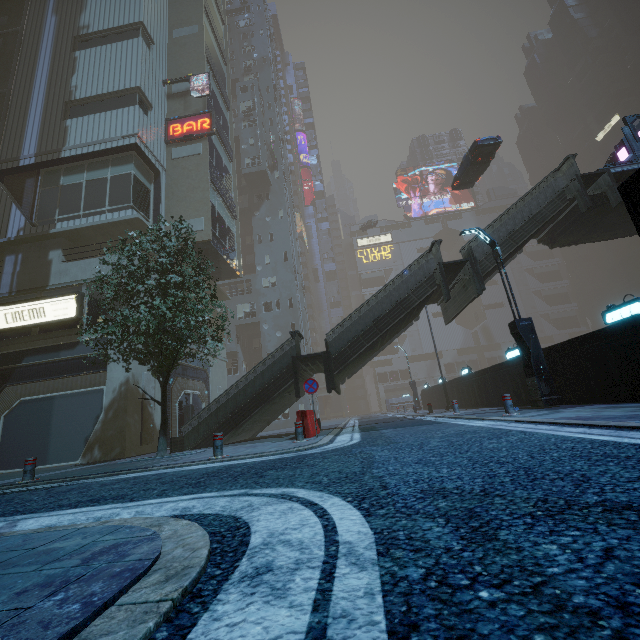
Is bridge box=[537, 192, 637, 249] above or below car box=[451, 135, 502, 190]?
below

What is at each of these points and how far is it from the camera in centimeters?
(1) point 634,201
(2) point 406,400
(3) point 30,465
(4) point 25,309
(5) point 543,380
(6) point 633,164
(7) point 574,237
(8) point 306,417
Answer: (1) building, 542cm
(2) building, 5031cm
(3) bollard, 813cm
(4) sign, 1559cm
(5) street light, 1054cm
(6) bridge, 1404cm
(7) bridge, 1717cm
(8) barrier, 1069cm

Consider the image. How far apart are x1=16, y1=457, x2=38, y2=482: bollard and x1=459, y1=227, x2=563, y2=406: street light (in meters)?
14.56

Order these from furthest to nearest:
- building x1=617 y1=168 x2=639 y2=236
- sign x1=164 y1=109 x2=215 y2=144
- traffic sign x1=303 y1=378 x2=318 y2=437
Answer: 1. sign x1=164 y1=109 x2=215 y2=144
2. traffic sign x1=303 y1=378 x2=318 y2=437
3. building x1=617 y1=168 x2=639 y2=236

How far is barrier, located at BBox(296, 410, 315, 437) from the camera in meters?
10.6 m

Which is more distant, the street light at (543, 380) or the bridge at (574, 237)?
the bridge at (574, 237)

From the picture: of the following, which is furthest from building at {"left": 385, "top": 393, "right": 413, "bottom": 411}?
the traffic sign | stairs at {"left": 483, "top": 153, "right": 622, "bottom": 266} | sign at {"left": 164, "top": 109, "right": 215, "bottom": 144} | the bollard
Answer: the traffic sign

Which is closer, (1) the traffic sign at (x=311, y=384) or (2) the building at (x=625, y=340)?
(2) the building at (x=625, y=340)
